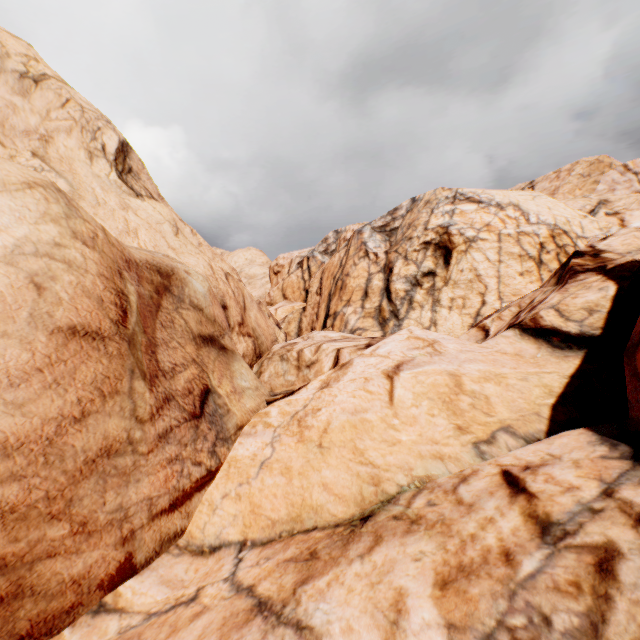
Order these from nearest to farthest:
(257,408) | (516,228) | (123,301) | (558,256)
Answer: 1. (123,301)
2. (257,408)
3. (558,256)
4. (516,228)
